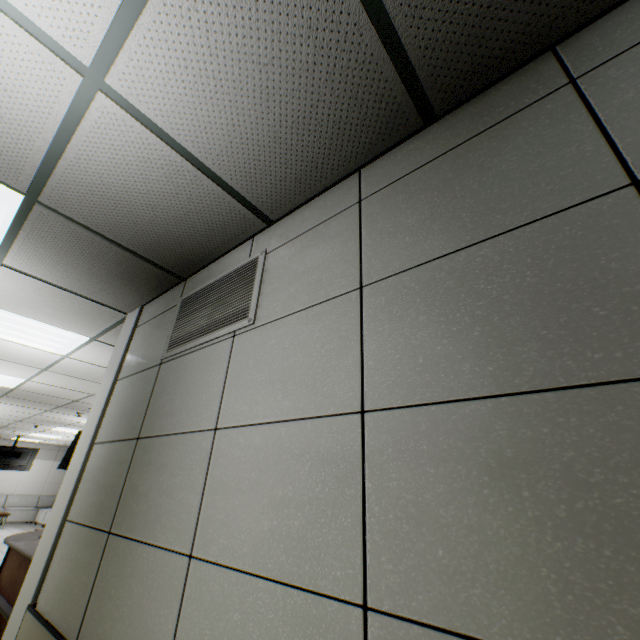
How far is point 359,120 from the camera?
1.4m

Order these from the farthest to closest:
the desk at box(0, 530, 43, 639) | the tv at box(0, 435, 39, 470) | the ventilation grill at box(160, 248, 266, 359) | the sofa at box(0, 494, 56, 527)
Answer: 1. the sofa at box(0, 494, 56, 527)
2. the tv at box(0, 435, 39, 470)
3. the desk at box(0, 530, 43, 639)
4. the ventilation grill at box(160, 248, 266, 359)

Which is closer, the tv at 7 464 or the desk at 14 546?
the desk at 14 546

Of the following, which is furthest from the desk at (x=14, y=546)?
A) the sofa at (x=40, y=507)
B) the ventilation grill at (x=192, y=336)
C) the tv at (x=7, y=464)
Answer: the sofa at (x=40, y=507)

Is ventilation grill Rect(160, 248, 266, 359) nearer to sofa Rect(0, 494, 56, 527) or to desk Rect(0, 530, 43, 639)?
desk Rect(0, 530, 43, 639)

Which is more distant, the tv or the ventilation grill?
the tv

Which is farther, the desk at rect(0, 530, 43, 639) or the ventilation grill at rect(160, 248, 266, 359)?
the desk at rect(0, 530, 43, 639)

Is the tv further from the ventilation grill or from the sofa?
the ventilation grill
